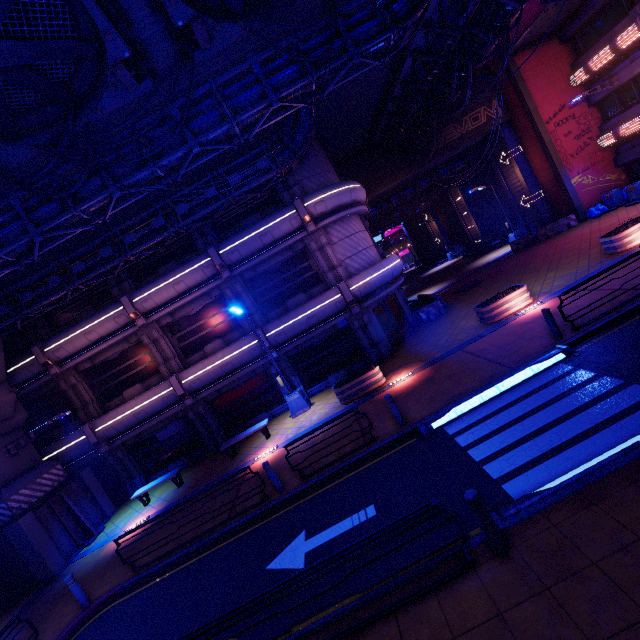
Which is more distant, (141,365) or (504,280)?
(504,280)

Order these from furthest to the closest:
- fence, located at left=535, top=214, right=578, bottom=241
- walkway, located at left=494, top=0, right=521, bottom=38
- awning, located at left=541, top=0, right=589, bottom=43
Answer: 1. fence, located at left=535, top=214, right=578, bottom=241
2. awning, located at left=541, top=0, right=589, bottom=43
3. walkway, located at left=494, top=0, right=521, bottom=38

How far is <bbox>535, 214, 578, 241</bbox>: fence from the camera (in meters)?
22.97

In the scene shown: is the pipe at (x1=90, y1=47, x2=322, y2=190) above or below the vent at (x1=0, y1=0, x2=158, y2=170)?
below

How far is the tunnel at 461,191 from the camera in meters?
33.5

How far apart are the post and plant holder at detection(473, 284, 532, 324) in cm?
1037

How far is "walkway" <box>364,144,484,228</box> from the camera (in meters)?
27.22

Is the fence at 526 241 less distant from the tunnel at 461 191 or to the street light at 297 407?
the tunnel at 461 191
